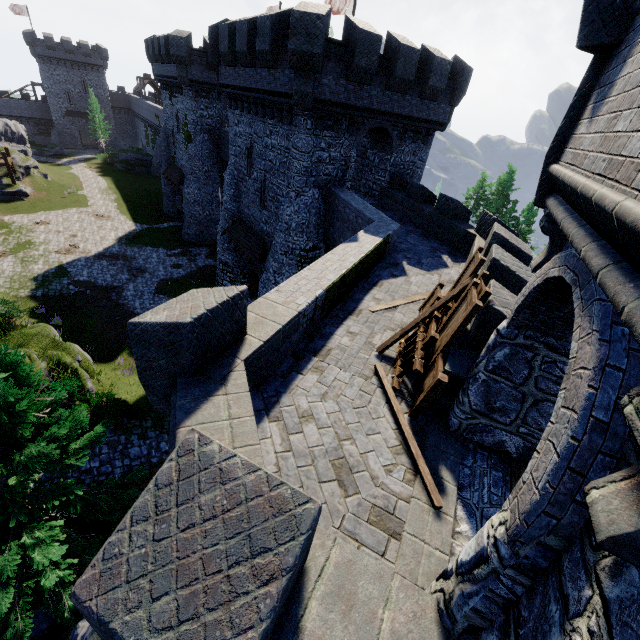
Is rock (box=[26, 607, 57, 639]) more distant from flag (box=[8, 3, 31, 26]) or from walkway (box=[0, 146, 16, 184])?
flag (box=[8, 3, 31, 26])

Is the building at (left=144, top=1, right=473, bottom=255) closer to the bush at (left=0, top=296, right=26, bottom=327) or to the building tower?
the building tower

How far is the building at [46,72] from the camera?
54.2 meters

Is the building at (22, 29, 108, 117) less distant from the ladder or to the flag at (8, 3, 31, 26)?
the flag at (8, 3, 31, 26)

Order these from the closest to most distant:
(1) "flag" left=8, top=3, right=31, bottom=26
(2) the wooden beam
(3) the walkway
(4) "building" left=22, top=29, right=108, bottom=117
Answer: (2) the wooden beam < (3) the walkway < (4) "building" left=22, top=29, right=108, bottom=117 < (1) "flag" left=8, top=3, right=31, bottom=26

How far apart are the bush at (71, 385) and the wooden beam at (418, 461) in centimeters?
1242cm

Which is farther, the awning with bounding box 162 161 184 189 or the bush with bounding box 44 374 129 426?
the awning with bounding box 162 161 184 189

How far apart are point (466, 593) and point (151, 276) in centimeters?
2981cm
